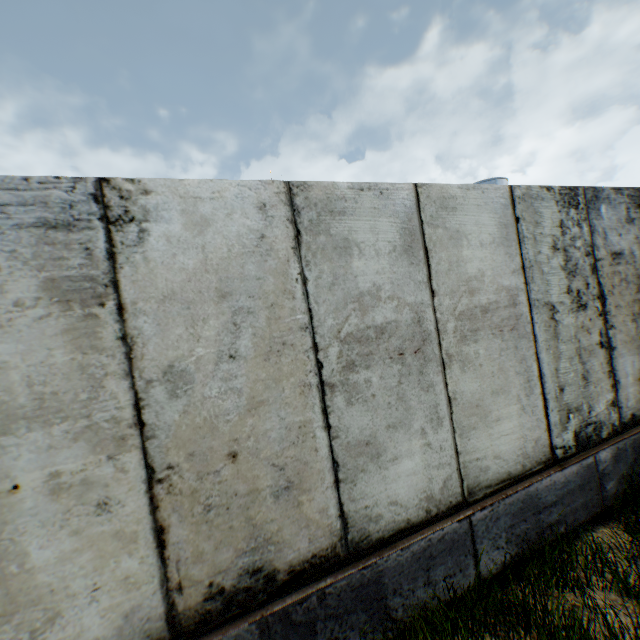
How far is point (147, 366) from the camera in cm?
203
